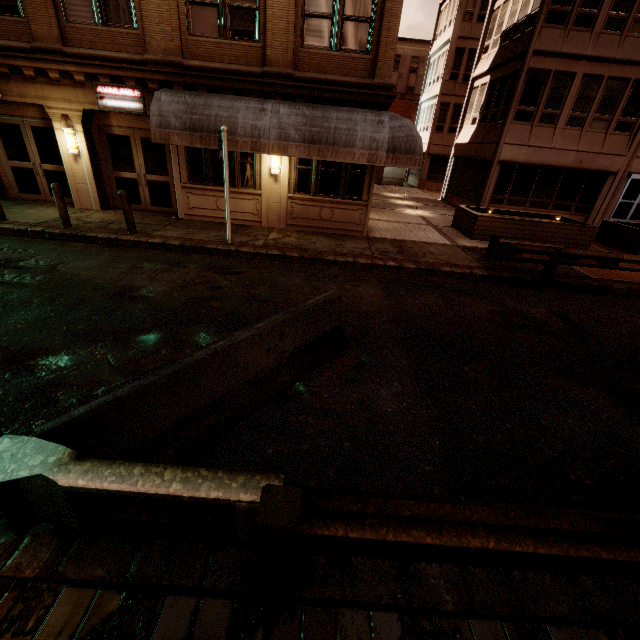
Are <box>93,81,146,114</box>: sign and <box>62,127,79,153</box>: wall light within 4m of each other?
yes

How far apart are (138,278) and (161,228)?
4.0m

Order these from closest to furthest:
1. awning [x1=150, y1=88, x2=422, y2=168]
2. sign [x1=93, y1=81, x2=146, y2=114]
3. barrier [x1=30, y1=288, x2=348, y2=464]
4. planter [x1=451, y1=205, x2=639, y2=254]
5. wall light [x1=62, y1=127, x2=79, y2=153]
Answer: barrier [x1=30, y1=288, x2=348, y2=464]
awning [x1=150, y1=88, x2=422, y2=168]
sign [x1=93, y1=81, x2=146, y2=114]
wall light [x1=62, y1=127, x2=79, y2=153]
planter [x1=451, y1=205, x2=639, y2=254]

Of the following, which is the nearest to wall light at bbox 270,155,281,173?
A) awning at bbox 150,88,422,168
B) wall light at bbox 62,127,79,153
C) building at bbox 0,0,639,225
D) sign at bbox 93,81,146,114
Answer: building at bbox 0,0,639,225

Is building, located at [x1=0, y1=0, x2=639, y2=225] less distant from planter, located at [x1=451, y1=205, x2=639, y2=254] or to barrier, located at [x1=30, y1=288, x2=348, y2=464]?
planter, located at [x1=451, y1=205, x2=639, y2=254]

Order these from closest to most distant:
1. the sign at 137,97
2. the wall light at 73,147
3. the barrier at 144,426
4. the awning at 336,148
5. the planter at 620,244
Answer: the barrier at 144,426, the awning at 336,148, the sign at 137,97, the wall light at 73,147, the planter at 620,244

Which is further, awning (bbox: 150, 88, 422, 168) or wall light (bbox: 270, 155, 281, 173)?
wall light (bbox: 270, 155, 281, 173)

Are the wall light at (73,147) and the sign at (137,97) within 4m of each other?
yes
